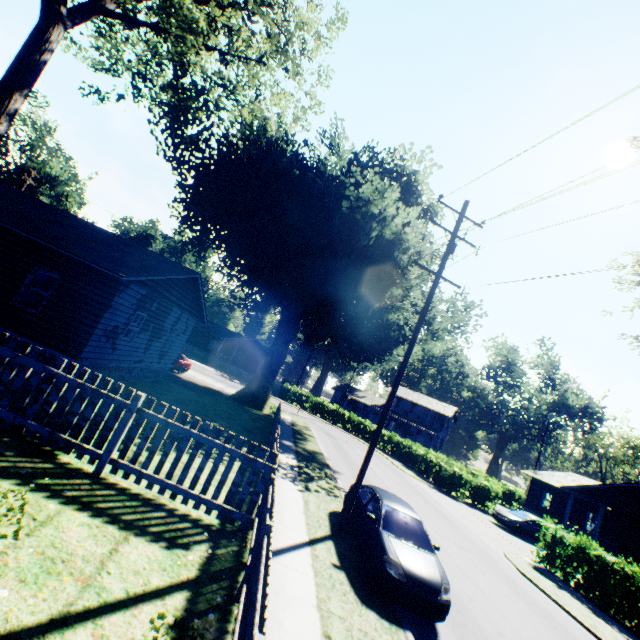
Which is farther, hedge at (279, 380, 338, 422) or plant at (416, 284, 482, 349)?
hedge at (279, 380, 338, 422)

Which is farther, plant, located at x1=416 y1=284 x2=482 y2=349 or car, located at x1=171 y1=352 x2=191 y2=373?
plant, located at x1=416 y1=284 x2=482 y2=349

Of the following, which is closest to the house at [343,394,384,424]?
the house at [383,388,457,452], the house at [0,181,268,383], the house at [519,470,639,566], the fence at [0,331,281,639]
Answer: the house at [383,388,457,452]

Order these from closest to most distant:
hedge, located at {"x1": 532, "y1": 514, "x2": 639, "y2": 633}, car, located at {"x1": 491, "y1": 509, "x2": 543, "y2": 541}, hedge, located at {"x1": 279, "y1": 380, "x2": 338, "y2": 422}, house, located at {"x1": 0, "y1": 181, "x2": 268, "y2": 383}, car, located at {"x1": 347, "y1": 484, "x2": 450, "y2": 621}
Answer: car, located at {"x1": 347, "y1": 484, "x2": 450, "y2": 621}, house, located at {"x1": 0, "y1": 181, "x2": 268, "y2": 383}, hedge, located at {"x1": 532, "y1": 514, "x2": 639, "y2": 633}, car, located at {"x1": 491, "y1": 509, "x2": 543, "y2": 541}, hedge, located at {"x1": 279, "y1": 380, "x2": 338, "y2": 422}

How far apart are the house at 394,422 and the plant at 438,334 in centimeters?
2789cm

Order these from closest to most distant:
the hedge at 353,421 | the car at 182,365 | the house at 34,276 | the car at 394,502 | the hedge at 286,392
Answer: the car at 394,502 → the house at 34,276 → the car at 182,365 → the hedge at 353,421 → the hedge at 286,392

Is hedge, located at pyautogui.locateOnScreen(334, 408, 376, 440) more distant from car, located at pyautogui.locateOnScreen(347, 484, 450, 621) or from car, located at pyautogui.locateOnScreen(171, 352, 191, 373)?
car, located at pyautogui.locateOnScreen(171, 352, 191, 373)

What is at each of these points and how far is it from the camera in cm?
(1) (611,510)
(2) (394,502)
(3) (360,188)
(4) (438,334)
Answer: (1) house, 2750
(2) car, 950
(3) plant, 2302
(4) plant, 2956
